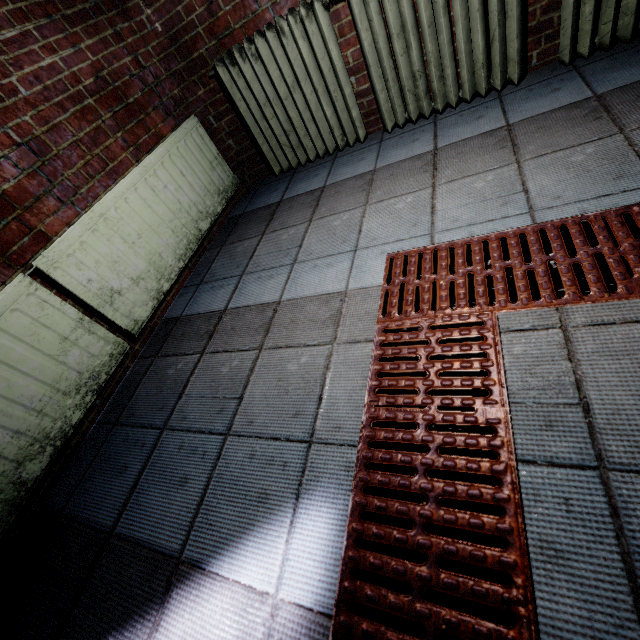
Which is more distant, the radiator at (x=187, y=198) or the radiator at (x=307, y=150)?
the radiator at (x=307, y=150)

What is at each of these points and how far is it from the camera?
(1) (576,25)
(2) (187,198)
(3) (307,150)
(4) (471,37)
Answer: (1) radiator, 1.6 meters
(2) radiator, 2.2 meters
(3) radiator, 2.4 meters
(4) radiator, 1.8 meters

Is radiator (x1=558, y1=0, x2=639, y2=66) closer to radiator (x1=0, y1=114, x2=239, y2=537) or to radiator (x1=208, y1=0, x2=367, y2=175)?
radiator (x1=208, y1=0, x2=367, y2=175)

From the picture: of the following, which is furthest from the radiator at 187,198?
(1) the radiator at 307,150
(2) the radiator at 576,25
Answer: (2) the radiator at 576,25

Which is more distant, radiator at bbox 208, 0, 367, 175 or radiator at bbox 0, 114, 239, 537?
radiator at bbox 208, 0, 367, 175
